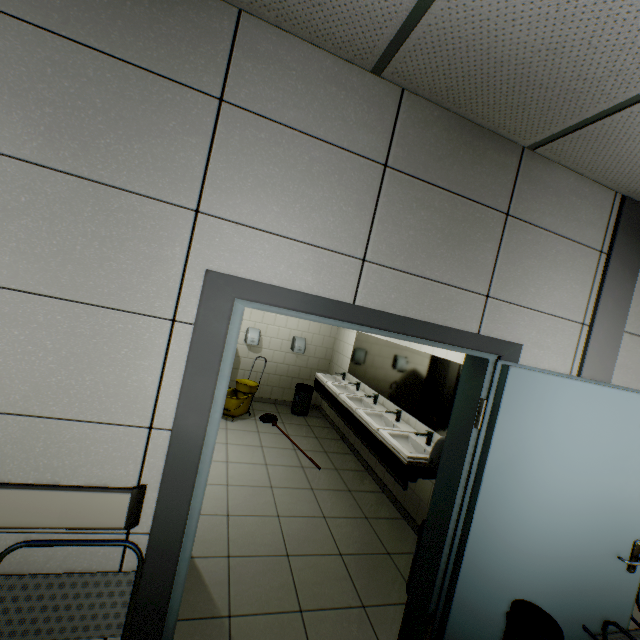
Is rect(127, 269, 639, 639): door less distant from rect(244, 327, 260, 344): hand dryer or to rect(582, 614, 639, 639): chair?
rect(582, 614, 639, 639): chair

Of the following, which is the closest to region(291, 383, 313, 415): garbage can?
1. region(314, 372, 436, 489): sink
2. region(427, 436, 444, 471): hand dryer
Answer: region(314, 372, 436, 489): sink

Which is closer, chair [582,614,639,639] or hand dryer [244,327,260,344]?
chair [582,614,639,639]

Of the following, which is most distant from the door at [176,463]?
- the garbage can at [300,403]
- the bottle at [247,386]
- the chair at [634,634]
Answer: the garbage can at [300,403]

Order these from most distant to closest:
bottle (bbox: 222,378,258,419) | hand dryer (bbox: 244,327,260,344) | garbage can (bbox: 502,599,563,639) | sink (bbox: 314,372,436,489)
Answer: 1. hand dryer (bbox: 244,327,260,344)
2. bottle (bbox: 222,378,258,419)
3. sink (bbox: 314,372,436,489)
4. garbage can (bbox: 502,599,563,639)

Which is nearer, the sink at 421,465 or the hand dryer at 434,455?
the hand dryer at 434,455

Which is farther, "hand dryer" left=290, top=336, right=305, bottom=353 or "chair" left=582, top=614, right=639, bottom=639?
"hand dryer" left=290, top=336, right=305, bottom=353

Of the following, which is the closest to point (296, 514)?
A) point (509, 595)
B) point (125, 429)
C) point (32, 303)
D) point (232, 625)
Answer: point (232, 625)
